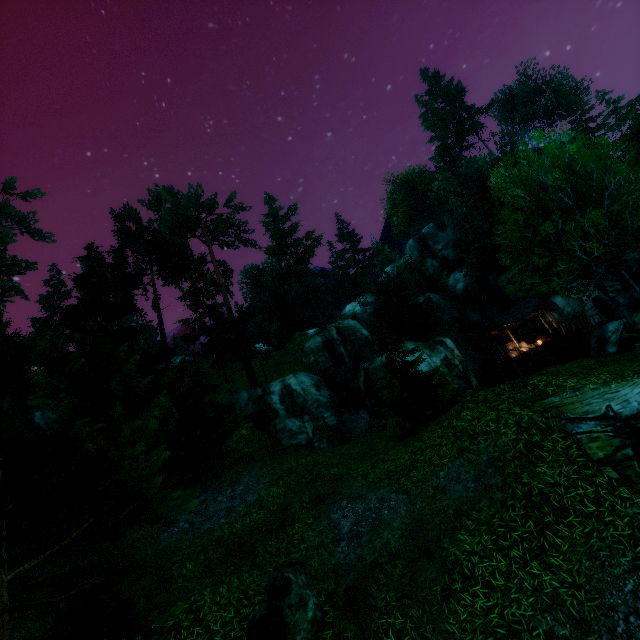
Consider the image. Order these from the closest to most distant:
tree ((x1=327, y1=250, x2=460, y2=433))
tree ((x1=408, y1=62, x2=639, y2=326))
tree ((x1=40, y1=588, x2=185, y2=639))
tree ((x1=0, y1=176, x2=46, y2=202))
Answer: tree ((x1=40, y1=588, x2=185, y2=639)) → tree ((x1=408, y1=62, x2=639, y2=326)) → tree ((x1=327, y1=250, x2=460, y2=433)) → tree ((x1=0, y1=176, x2=46, y2=202))

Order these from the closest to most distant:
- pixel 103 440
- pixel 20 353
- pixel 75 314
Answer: pixel 20 353 < pixel 103 440 < pixel 75 314

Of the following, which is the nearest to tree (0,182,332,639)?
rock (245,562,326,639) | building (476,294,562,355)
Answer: rock (245,562,326,639)

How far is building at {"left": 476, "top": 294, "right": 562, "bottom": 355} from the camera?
30.52m

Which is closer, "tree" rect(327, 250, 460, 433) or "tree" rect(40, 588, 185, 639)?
"tree" rect(40, 588, 185, 639)

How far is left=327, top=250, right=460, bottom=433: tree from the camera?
18.1 meters

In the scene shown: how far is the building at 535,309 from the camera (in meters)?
30.52

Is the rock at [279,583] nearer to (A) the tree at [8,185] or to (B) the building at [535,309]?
(A) the tree at [8,185]
